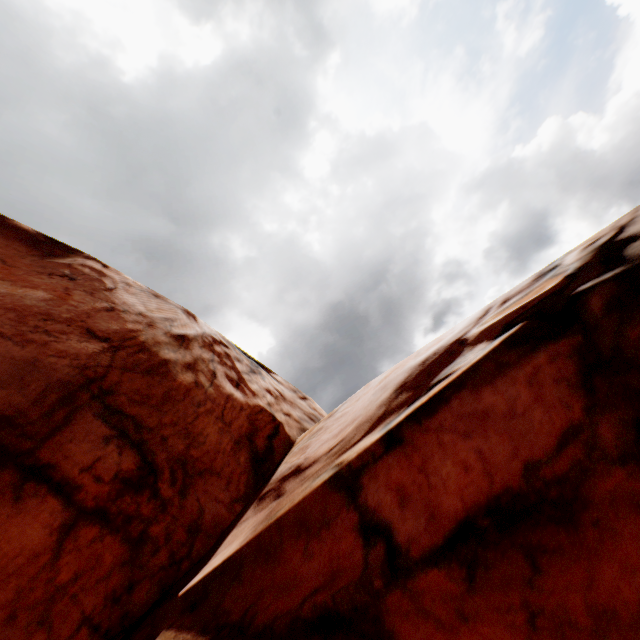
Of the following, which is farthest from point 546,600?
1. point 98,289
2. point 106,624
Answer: point 98,289
